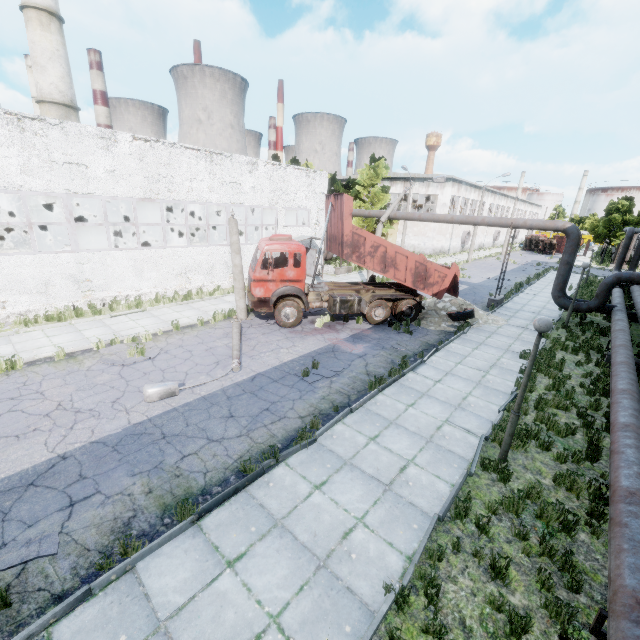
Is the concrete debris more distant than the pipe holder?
No

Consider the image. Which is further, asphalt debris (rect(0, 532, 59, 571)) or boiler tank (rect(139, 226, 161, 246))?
boiler tank (rect(139, 226, 161, 246))

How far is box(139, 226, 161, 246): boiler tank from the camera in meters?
22.2 m

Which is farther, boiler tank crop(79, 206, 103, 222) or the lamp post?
boiler tank crop(79, 206, 103, 222)

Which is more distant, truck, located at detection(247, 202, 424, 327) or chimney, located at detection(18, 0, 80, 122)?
chimney, located at detection(18, 0, 80, 122)

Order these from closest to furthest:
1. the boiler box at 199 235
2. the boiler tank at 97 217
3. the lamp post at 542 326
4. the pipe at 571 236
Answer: the lamp post at 542 326
the pipe at 571 236
the boiler tank at 97 217
the boiler box at 199 235

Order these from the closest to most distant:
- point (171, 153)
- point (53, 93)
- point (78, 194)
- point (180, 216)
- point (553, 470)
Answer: point (553, 470)
point (78, 194)
point (171, 153)
point (53, 93)
point (180, 216)

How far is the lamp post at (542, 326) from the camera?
6.1 meters
